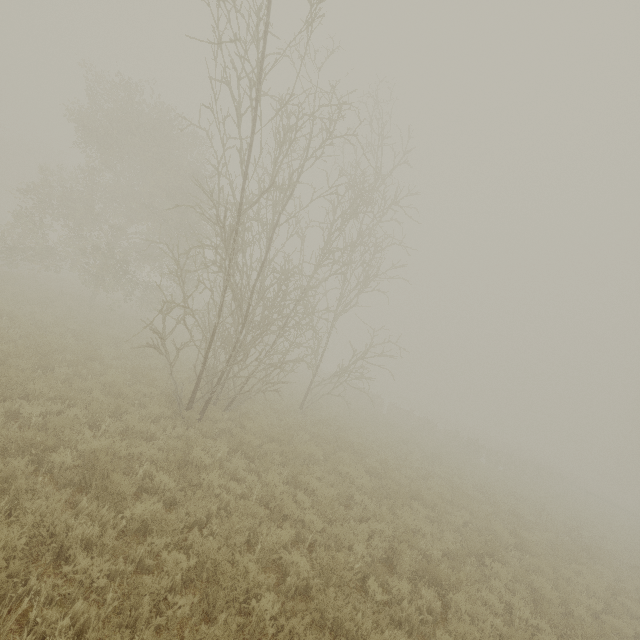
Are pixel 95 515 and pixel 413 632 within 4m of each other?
no
